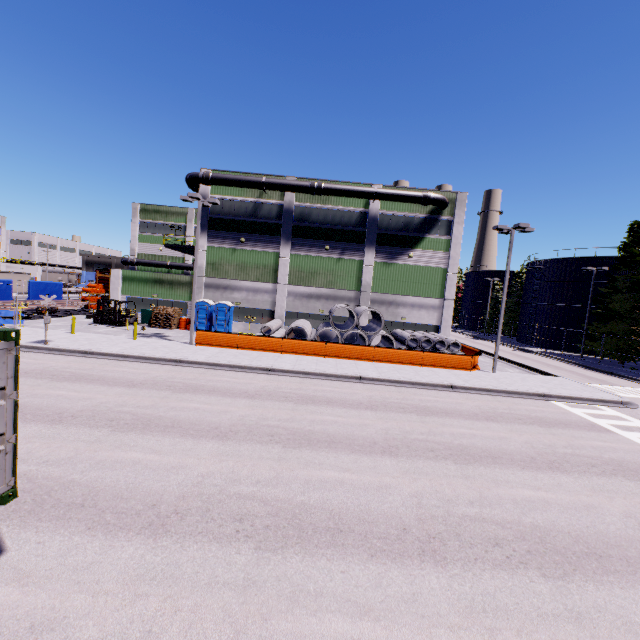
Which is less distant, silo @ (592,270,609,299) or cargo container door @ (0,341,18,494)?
cargo container door @ (0,341,18,494)

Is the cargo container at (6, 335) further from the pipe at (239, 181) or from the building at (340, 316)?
the pipe at (239, 181)

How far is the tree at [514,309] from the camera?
55.1m

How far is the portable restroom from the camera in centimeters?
2897cm

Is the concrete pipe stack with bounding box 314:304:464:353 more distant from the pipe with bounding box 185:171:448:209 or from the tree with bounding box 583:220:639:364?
the pipe with bounding box 185:171:448:209

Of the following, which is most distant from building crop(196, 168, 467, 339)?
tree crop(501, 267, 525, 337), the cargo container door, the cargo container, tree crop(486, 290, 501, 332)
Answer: tree crop(501, 267, 525, 337)

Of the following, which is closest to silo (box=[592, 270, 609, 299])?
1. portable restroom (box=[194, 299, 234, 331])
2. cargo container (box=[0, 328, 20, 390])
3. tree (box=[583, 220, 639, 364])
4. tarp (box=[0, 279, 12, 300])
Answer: tree (box=[583, 220, 639, 364])

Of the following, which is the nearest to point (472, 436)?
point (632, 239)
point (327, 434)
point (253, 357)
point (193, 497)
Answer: point (327, 434)
